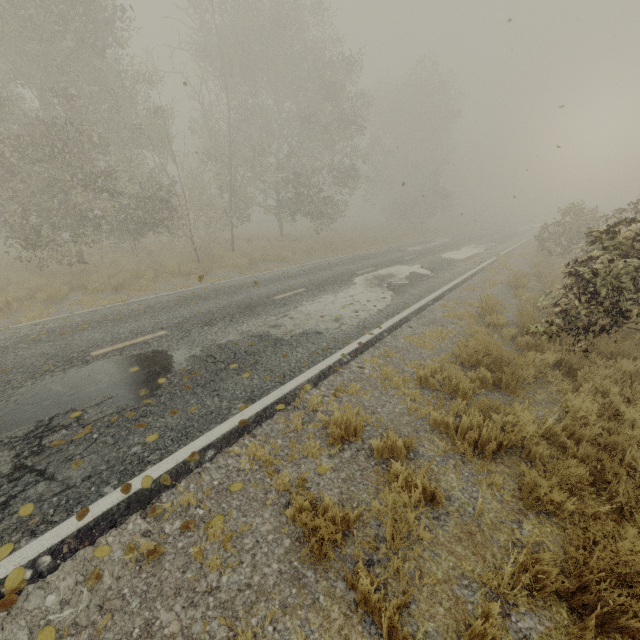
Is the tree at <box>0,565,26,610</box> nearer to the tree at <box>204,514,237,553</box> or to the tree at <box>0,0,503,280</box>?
the tree at <box>204,514,237,553</box>

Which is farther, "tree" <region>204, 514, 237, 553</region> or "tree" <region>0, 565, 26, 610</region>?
"tree" <region>204, 514, 237, 553</region>

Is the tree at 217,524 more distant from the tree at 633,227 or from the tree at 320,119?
the tree at 320,119

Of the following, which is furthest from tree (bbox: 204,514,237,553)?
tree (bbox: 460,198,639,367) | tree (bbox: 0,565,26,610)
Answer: tree (bbox: 460,198,639,367)

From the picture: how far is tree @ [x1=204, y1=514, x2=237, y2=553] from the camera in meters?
3.0 m

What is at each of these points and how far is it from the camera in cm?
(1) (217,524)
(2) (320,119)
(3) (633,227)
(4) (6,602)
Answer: (1) tree, 320
(2) tree, 2217
(3) tree, 601
(4) tree, 250
